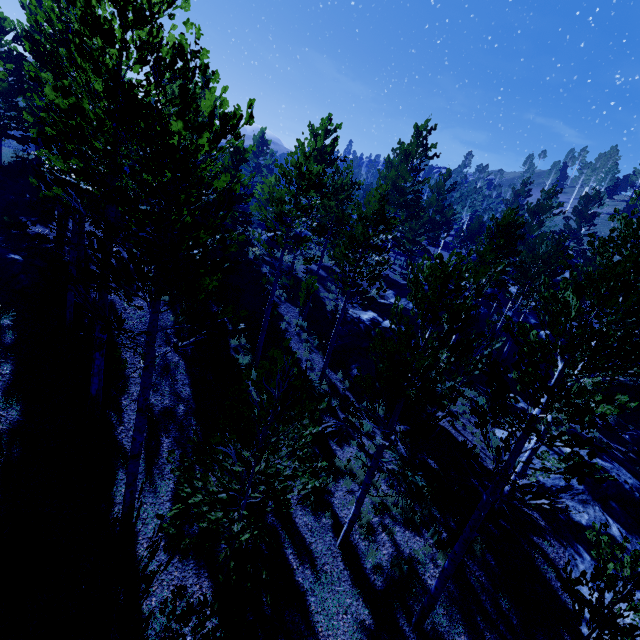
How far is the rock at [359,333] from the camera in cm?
1612

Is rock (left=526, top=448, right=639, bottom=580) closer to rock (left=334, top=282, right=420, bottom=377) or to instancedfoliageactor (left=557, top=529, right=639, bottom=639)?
instancedfoliageactor (left=557, top=529, right=639, bottom=639)

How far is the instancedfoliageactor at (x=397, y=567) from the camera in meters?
7.7 m

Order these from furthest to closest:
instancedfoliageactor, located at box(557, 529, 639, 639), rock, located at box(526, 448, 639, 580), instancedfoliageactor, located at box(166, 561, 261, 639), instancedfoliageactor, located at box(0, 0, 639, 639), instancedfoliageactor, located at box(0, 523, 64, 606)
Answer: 1. rock, located at box(526, 448, 639, 580)
2. instancedfoliageactor, located at box(557, 529, 639, 639)
3. instancedfoliageactor, located at box(0, 523, 64, 606)
4. instancedfoliageactor, located at box(0, 0, 639, 639)
5. instancedfoliageactor, located at box(166, 561, 261, 639)

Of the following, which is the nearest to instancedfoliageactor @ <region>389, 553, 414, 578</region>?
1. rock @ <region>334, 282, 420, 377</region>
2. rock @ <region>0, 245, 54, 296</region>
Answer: rock @ <region>334, 282, 420, 377</region>

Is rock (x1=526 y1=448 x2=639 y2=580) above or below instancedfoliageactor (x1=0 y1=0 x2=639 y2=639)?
below

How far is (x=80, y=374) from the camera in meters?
9.5 m
